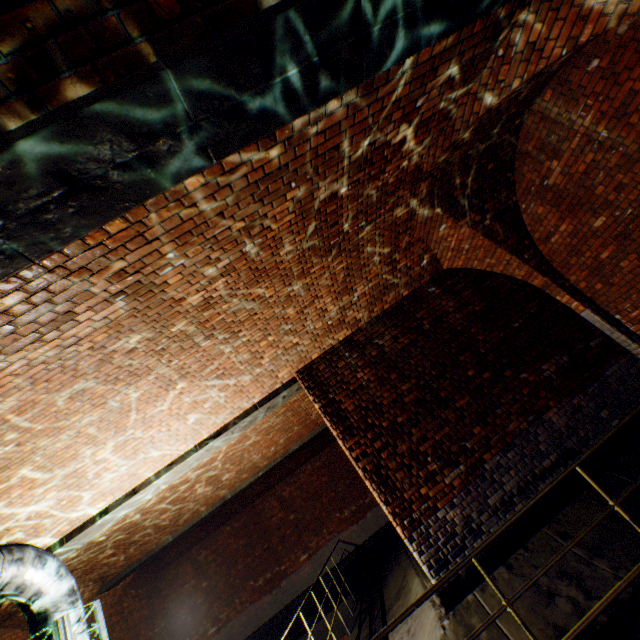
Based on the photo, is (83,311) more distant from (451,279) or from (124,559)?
(124,559)

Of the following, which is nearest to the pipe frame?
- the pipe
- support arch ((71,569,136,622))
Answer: the pipe

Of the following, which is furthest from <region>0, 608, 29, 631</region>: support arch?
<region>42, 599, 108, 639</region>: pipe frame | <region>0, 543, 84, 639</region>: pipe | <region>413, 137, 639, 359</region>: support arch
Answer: <region>413, 137, 639, 359</region>: support arch

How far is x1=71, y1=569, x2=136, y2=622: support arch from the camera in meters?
8.4

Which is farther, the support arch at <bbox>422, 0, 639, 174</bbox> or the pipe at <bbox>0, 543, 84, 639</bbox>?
the pipe at <bbox>0, 543, 84, 639</bbox>

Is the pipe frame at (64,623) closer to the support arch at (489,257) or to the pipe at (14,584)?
the pipe at (14,584)

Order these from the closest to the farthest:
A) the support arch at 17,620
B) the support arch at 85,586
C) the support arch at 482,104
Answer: the support arch at 482,104 < the support arch at 17,620 < the support arch at 85,586

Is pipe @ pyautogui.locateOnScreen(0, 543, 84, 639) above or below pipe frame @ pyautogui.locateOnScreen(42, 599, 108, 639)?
above
